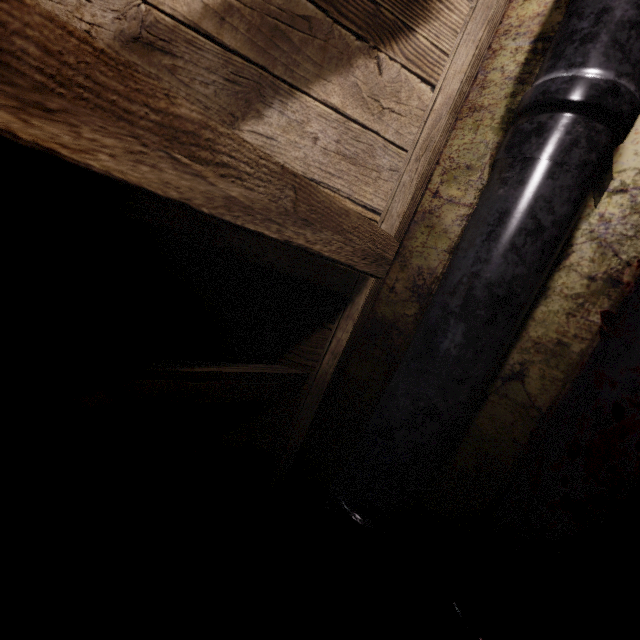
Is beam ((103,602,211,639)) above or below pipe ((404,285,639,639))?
above

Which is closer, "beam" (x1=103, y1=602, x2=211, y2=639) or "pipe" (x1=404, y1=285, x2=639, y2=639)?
"pipe" (x1=404, y1=285, x2=639, y2=639)

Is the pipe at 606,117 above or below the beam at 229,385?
below

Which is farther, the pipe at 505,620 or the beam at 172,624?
the beam at 172,624

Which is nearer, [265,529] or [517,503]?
[517,503]

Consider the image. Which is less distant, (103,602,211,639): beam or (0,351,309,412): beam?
(0,351,309,412): beam

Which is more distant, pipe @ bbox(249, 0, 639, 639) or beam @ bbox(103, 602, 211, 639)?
beam @ bbox(103, 602, 211, 639)

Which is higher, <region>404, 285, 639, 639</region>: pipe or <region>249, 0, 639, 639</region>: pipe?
<region>249, 0, 639, 639</region>: pipe
